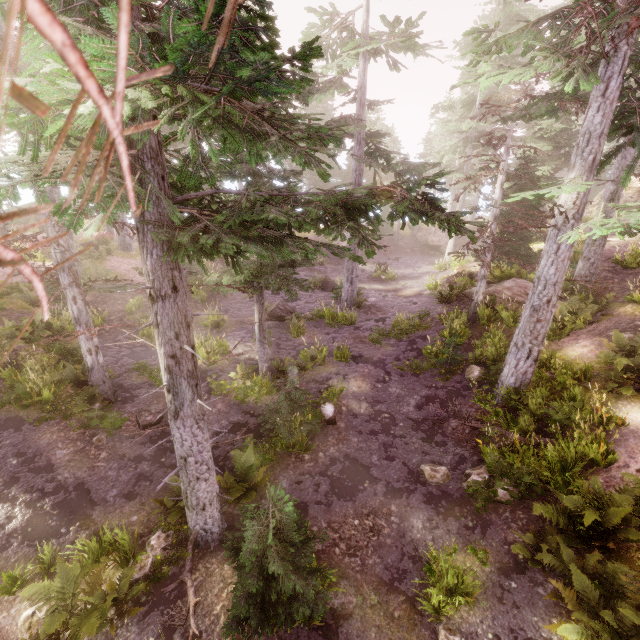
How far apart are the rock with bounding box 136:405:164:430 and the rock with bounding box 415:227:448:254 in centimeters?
2972cm

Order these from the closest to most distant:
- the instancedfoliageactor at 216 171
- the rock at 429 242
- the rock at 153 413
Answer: the instancedfoliageactor at 216 171 → the rock at 153 413 → the rock at 429 242

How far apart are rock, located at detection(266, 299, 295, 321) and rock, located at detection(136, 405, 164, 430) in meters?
8.0

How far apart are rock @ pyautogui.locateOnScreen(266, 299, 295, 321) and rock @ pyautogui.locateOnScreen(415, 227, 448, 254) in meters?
20.2 m

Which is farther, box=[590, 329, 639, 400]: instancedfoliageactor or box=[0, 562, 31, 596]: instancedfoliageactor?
box=[590, 329, 639, 400]: instancedfoliageactor

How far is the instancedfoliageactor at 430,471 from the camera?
8.7 meters

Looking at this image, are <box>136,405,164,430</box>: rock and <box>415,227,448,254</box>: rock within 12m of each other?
A: no

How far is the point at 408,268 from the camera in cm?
2998
